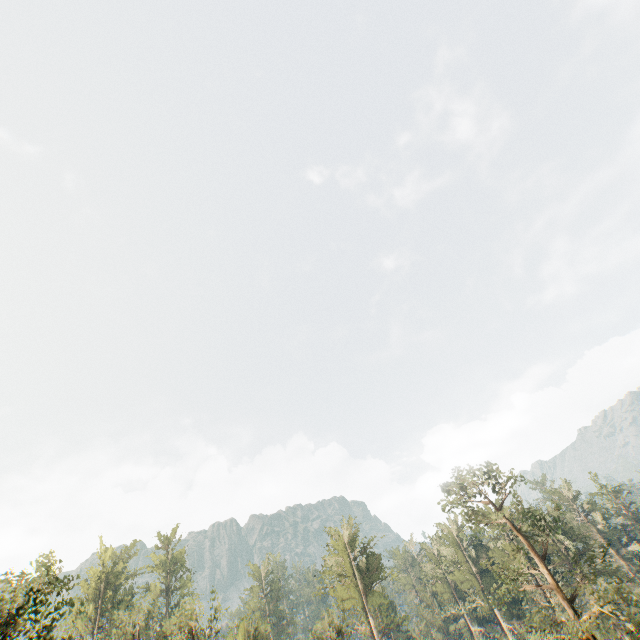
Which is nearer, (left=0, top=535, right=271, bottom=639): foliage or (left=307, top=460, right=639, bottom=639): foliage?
(left=0, top=535, right=271, bottom=639): foliage

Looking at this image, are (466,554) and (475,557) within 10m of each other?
yes

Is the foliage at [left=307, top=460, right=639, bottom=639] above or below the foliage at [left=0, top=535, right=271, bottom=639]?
below

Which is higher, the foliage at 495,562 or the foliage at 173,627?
the foliage at 173,627

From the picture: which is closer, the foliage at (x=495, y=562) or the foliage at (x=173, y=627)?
the foliage at (x=173, y=627)
